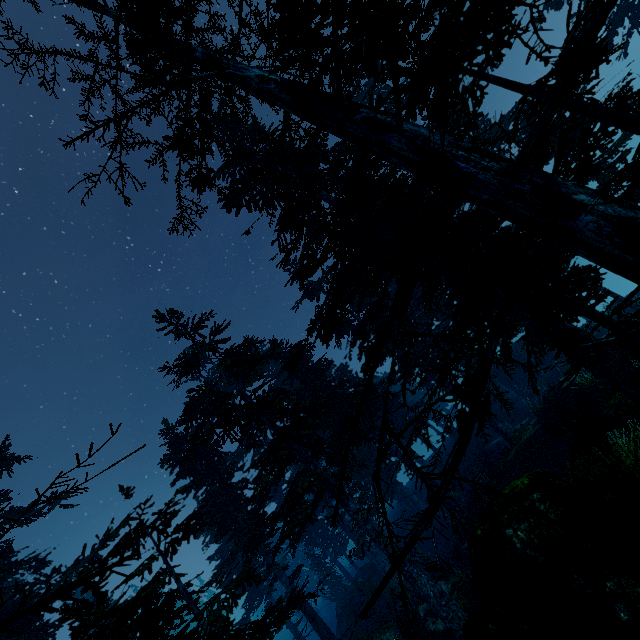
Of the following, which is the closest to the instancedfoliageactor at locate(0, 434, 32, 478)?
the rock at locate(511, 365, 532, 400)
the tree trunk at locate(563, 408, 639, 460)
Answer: the rock at locate(511, 365, 532, 400)

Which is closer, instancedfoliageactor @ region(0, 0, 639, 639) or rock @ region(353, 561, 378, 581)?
instancedfoliageactor @ region(0, 0, 639, 639)

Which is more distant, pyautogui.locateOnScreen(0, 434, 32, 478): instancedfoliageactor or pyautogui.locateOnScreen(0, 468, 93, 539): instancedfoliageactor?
Answer: pyautogui.locateOnScreen(0, 434, 32, 478): instancedfoliageactor

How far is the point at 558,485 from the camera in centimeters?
589cm

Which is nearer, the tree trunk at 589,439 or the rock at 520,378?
the tree trunk at 589,439

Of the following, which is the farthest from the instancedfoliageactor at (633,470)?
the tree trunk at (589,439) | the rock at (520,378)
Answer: the tree trunk at (589,439)

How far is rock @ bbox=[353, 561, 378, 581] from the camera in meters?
25.8
